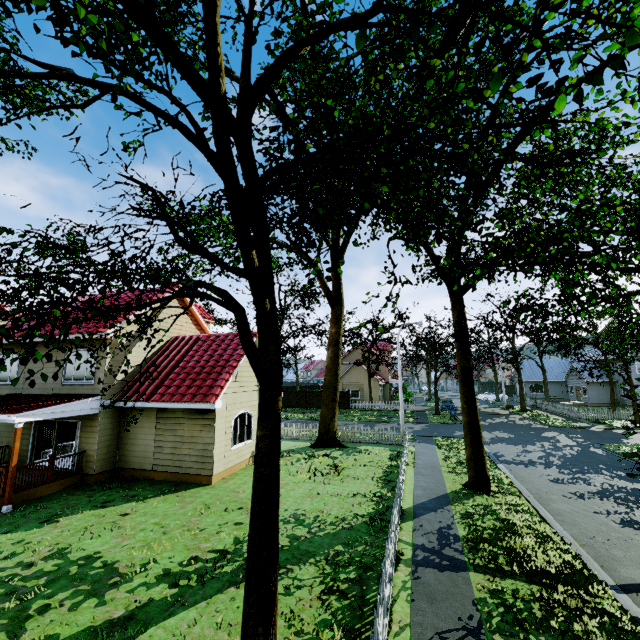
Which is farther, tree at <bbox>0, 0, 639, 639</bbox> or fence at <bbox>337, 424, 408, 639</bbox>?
fence at <bbox>337, 424, 408, 639</bbox>

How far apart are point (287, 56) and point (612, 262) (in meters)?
8.99

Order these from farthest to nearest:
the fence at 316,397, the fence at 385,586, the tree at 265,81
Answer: the fence at 316,397
the fence at 385,586
the tree at 265,81

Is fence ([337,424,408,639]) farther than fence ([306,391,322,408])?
No

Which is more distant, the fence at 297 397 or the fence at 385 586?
the fence at 297 397

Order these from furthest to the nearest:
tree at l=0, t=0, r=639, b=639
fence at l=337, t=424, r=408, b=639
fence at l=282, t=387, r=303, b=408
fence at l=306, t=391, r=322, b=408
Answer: fence at l=282, t=387, r=303, b=408, fence at l=306, t=391, r=322, b=408, fence at l=337, t=424, r=408, b=639, tree at l=0, t=0, r=639, b=639

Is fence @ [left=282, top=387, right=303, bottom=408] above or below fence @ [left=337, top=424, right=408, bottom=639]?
above
